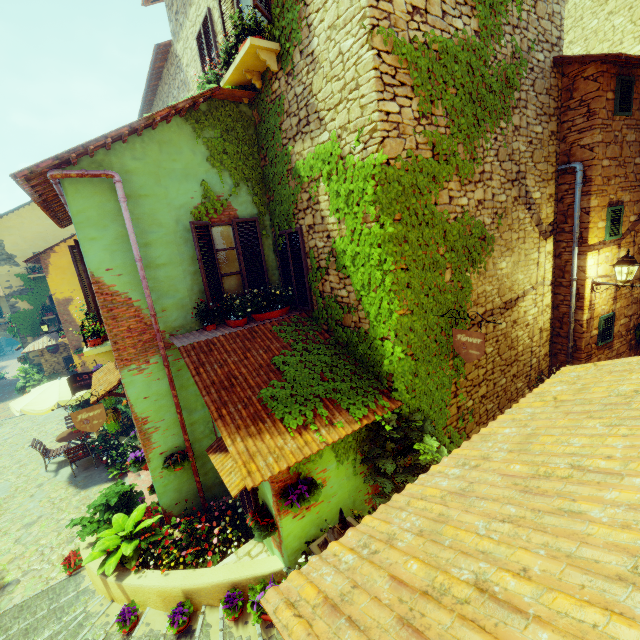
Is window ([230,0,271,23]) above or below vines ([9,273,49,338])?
above

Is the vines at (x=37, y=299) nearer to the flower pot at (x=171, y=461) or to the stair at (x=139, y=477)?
the stair at (x=139, y=477)

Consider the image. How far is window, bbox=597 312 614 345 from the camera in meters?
7.6

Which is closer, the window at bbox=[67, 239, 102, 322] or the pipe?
the pipe

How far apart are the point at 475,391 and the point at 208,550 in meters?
5.8 m

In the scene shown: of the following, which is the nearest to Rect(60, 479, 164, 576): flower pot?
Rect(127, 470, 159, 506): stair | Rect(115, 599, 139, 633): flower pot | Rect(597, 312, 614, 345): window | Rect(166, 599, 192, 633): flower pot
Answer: Rect(127, 470, 159, 506): stair

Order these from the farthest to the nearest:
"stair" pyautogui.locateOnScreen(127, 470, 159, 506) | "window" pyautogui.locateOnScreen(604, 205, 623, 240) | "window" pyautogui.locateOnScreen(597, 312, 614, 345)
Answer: "stair" pyautogui.locateOnScreen(127, 470, 159, 506) → "window" pyautogui.locateOnScreen(597, 312, 614, 345) → "window" pyautogui.locateOnScreen(604, 205, 623, 240)

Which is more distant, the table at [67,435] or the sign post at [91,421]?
the table at [67,435]
